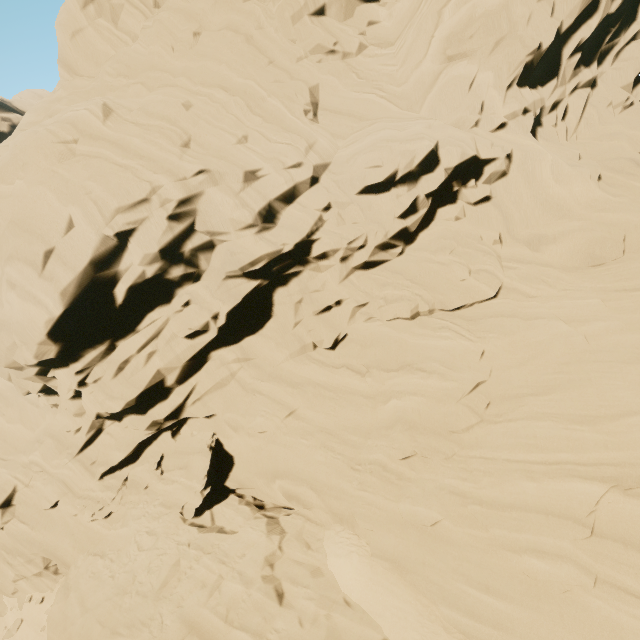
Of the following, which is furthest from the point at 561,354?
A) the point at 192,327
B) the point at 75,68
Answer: the point at 75,68
